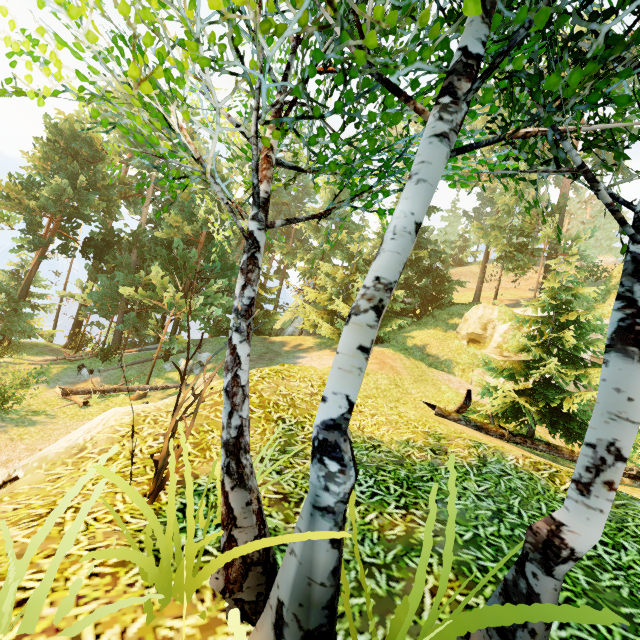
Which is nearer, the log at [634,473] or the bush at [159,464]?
the bush at [159,464]

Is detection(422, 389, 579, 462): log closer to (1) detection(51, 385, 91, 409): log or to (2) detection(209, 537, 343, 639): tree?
(2) detection(209, 537, 343, 639): tree

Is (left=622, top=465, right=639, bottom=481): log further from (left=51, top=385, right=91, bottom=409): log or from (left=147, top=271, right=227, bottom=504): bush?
(left=51, top=385, right=91, bottom=409): log

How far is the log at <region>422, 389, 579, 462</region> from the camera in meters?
8.1

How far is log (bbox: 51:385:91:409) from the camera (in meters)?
14.97

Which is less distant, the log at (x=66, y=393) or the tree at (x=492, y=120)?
the tree at (x=492, y=120)

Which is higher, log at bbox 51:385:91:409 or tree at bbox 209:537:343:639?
tree at bbox 209:537:343:639

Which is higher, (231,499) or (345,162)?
(345,162)
